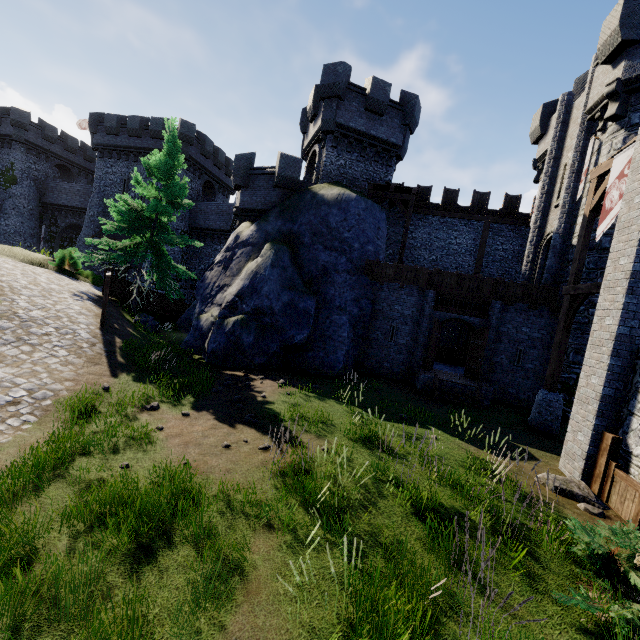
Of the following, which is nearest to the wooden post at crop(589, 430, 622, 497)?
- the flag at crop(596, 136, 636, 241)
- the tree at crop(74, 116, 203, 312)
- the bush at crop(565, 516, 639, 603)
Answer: the bush at crop(565, 516, 639, 603)

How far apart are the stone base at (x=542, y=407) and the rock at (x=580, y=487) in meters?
4.2 m

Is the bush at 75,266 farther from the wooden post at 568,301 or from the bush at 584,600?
the wooden post at 568,301

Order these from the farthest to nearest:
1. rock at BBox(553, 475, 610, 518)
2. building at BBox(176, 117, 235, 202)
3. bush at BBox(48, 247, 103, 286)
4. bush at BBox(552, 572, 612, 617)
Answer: building at BBox(176, 117, 235, 202), bush at BBox(48, 247, 103, 286), rock at BBox(553, 475, 610, 518), bush at BBox(552, 572, 612, 617)

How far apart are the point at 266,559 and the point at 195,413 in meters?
5.1 m

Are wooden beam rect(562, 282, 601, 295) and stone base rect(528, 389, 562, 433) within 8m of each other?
yes

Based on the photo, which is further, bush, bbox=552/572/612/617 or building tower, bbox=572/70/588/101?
building tower, bbox=572/70/588/101

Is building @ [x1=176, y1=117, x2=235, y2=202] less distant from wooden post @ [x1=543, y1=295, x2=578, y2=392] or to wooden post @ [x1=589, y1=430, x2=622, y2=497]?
wooden post @ [x1=543, y1=295, x2=578, y2=392]
